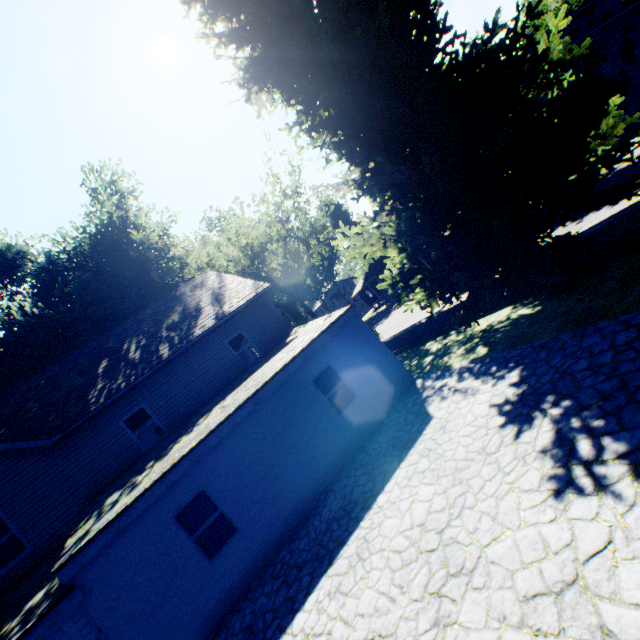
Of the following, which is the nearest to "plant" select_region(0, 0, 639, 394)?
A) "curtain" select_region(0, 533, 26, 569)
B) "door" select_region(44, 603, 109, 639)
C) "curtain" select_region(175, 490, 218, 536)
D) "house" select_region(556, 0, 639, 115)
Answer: "house" select_region(556, 0, 639, 115)

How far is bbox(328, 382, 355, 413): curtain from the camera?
10.5m

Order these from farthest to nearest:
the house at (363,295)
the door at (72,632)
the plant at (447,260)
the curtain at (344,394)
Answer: the house at (363,295)
the curtain at (344,394)
the door at (72,632)
the plant at (447,260)

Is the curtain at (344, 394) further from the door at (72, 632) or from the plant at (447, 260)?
the door at (72, 632)

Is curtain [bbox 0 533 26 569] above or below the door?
above

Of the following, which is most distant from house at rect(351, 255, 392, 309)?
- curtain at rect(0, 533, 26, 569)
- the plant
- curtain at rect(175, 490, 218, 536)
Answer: curtain at rect(0, 533, 26, 569)

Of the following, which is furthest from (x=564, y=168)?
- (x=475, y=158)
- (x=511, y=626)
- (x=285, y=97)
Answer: (x=511, y=626)

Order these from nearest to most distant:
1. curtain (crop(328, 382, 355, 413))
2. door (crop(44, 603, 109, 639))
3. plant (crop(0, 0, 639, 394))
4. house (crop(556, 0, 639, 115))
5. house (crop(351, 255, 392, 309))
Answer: plant (crop(0, 0, 639, 394)), door (crop(44, 603, 109, 639)), curtain (crop(328, 382, 355, 413)), house (crop(556, 0, 639, 115)), house (crop(351, 255, 392, 309))
